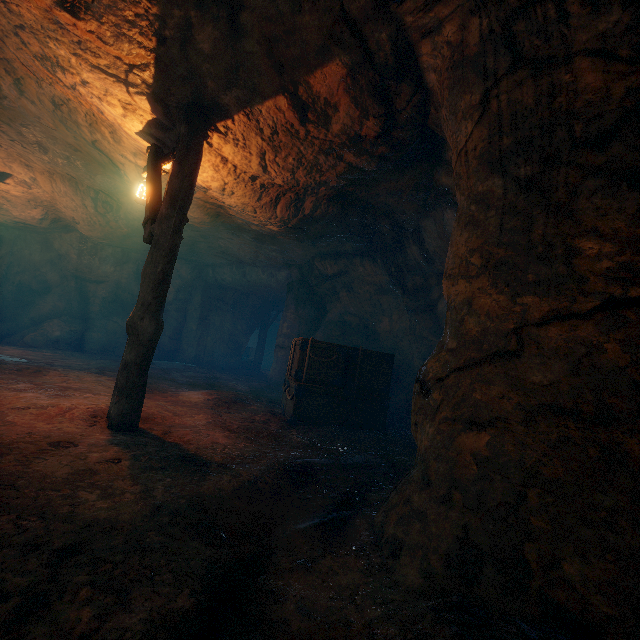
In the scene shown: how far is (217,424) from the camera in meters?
5.2 m

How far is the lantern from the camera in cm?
422

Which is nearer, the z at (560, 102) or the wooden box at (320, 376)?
the z at (560, 102)

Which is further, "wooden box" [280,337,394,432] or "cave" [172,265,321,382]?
"cave" [172,265,321,382]

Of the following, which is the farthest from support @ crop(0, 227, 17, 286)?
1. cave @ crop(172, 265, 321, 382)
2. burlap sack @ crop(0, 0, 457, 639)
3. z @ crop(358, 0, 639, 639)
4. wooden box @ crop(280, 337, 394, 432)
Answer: z @ crop(358, 0, 639, 639)

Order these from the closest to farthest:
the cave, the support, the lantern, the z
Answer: the z < the lantern < the support < the cave

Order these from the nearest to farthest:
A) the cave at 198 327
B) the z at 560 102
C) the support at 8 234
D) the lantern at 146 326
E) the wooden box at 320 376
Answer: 1. the z at 560 102
2. the lantern at 146 326
3. the wooden box at 320 376
4. the support at 8 234
5. the cave at 198 327

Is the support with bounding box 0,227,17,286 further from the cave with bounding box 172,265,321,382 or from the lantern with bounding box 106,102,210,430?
the lantern with bounding box 106,102,210,430
